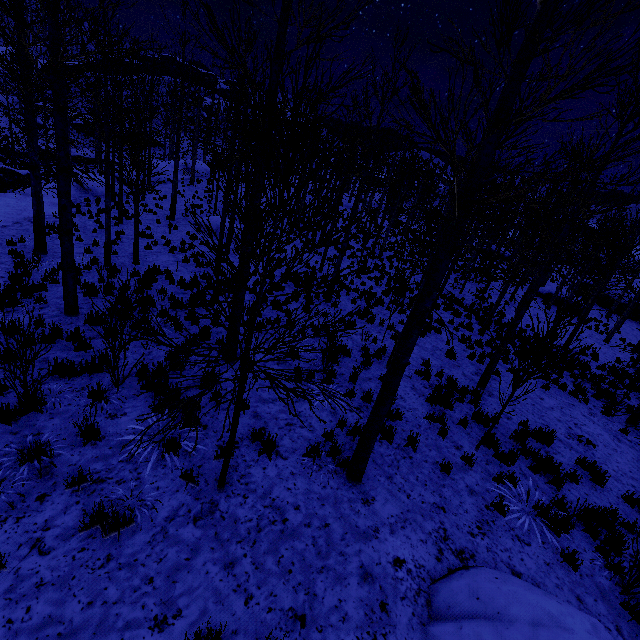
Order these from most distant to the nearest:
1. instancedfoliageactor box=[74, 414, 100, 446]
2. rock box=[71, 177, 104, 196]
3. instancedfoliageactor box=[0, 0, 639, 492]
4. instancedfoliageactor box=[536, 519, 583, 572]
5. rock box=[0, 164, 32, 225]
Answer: rock box=[71, 177, 104, 196], rock box=[0, 164, 32, 225], instancedfoliageactor box=[536, 519, 583, 572], instancedfoliageactor box=[74, 414, 100, 446], instancedfoliageactor box=[0, 0, 639, 492]

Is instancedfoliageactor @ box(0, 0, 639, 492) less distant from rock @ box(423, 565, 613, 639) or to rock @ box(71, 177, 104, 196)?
rock @ box(423, 565, 613, 639)

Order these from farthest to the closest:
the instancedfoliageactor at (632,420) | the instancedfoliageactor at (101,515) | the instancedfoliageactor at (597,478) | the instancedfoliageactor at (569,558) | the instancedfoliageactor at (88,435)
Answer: the instancedfoliageactor at (597,478) < the instancedfoliageactor at (632,420) < the instancedfoliageactor at (569,558) < the instancedfoliageactor at (88,435) < the instancedfoliageactor at (101,515)

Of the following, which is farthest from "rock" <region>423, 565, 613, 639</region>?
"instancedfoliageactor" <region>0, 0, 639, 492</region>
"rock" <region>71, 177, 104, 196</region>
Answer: "rock" <region>71, 177, 104, 196</region>

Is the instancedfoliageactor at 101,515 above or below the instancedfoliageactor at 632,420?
above

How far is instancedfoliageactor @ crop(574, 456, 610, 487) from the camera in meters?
7.4

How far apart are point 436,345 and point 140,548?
11.17m

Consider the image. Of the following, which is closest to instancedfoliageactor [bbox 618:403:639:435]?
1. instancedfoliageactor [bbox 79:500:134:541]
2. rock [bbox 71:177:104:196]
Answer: instancedfoliageactor [bbox 79:500:134:541]
